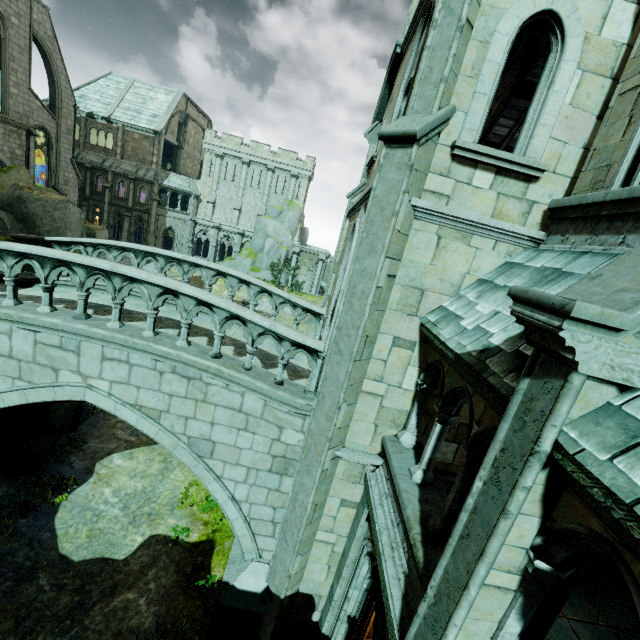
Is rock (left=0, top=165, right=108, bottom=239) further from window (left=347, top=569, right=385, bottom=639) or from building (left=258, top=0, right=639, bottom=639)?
window (left=347, top=569, right=385, bottom=639)

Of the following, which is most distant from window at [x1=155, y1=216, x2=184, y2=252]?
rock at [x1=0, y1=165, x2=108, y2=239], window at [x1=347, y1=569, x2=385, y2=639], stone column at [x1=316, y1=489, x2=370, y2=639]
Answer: window at [x1=347, y1=569, x2=385, y2=639]

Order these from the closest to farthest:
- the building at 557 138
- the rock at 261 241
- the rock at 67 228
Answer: the building at 557 138, the rock at 67 228, the rock at 261 241

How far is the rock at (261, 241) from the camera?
40.4 meters

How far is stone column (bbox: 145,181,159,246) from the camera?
37.66m

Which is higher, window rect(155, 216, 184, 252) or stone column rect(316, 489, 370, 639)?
window rect(155, 216, 184, 252)

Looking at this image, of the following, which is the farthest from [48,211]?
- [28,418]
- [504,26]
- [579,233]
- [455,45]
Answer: [579,233]

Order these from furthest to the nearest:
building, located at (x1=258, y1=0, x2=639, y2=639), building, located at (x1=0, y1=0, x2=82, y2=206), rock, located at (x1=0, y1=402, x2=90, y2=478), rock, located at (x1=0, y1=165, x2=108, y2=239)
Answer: building, located at (x1=0, y1=0, x2=82, y2=206), rock, located at (x1=0, y1=165, x2=108, y2=239), rock, located at (x1=0, y1=402, x2=90, y2=478), building, located at (x1=258, y1=0, x2=639, y2=639)
